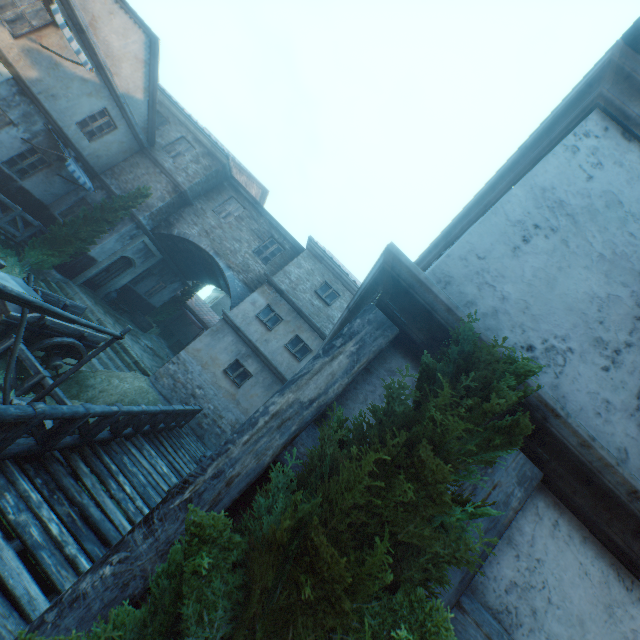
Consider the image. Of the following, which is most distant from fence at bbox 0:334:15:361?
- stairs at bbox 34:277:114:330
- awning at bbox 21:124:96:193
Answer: awning at bbox 21:124:96:193

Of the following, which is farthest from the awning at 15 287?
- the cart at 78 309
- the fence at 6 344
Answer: the cart at 78 309

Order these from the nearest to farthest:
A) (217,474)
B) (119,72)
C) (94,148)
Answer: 1. (217,474)
2. (119,72)
3. (94,148)

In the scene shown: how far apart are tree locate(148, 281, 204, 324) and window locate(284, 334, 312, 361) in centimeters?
1216cm

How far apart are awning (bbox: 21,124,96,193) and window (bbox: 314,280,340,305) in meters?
10.1 m

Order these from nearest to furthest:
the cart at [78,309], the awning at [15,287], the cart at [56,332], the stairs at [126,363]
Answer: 1. the awning at [15,287]
2. the cart at [56,332]
3. the cart at [78,309]
4. the stairs at [126,363]

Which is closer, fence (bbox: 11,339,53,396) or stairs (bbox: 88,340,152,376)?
fence (bbox: 11,339,53,396)

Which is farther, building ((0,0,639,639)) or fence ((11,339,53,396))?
fence ((11,339,53,396))
